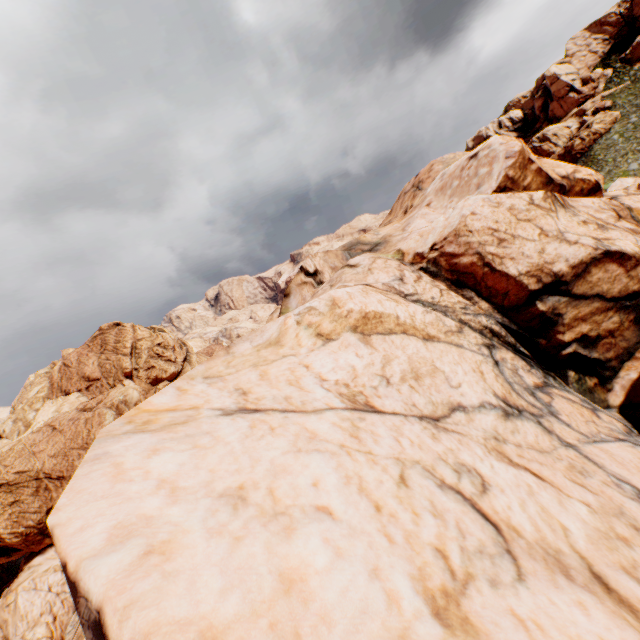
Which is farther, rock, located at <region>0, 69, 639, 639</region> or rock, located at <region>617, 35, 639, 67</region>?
rock, located at <region>617, 35, 639, 67</region>

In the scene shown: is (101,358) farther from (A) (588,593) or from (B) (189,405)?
(A) (588,593)

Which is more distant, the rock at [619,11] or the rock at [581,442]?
the rock at [619,11]

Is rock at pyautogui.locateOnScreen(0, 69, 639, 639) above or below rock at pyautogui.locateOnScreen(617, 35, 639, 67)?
below

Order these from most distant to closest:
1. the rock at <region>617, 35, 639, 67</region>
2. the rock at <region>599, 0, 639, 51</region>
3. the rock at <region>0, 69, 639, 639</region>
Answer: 1. the rock at <region>599, 0, 639, 51</region>
2. the rock at <region>617, 35, 639, 67</region>
3. the rock at <region>0, 69, 639, 639</region>
